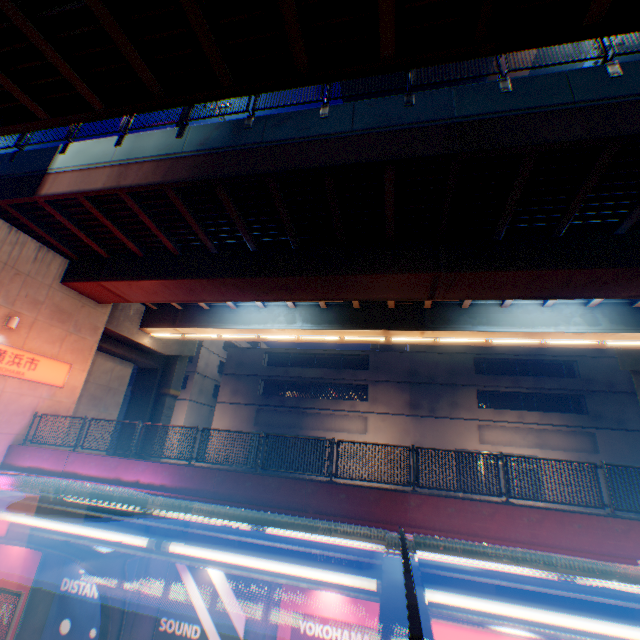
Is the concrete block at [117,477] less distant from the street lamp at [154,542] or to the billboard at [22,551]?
the billboard at [22,551]

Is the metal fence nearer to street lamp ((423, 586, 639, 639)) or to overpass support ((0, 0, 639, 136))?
overpass support ((0, 0, 639, 136))

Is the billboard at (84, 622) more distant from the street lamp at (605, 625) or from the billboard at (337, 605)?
the street lamp at (605, 625)

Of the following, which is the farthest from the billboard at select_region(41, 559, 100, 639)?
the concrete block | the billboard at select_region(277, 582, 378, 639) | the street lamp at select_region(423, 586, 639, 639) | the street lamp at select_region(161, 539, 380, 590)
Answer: the street lamp at select_region(423, 586, 639, 639)

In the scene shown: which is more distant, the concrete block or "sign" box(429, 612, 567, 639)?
the concrete block

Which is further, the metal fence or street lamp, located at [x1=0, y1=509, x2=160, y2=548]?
the metal fence

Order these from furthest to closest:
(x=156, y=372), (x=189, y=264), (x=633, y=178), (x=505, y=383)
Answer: (x=505, y=383) < (x=156, y=372) < (x=189, y=264) < (x=633, y=178)

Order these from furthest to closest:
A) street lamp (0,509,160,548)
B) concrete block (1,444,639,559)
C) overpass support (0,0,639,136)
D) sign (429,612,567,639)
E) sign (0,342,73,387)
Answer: sign (0,342,73,387) → concrete block (1,444,639,559) → sign (429,612,567,639) → overpass support (0,0,639,136) → street lamp (0,509,160,548)
